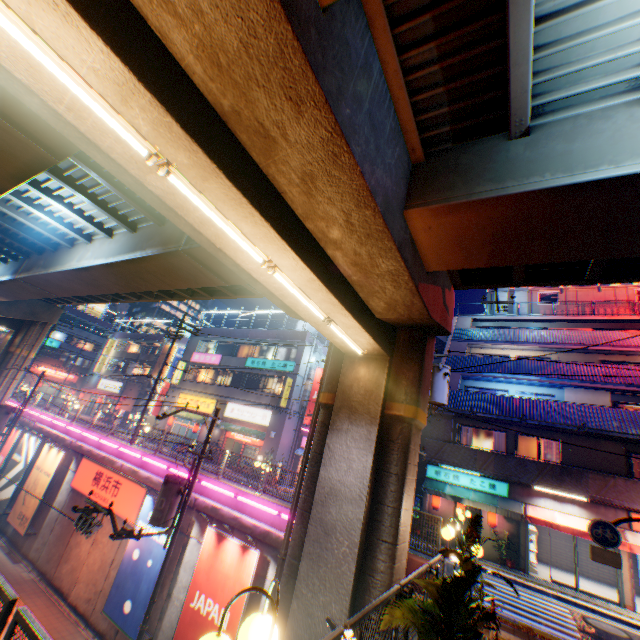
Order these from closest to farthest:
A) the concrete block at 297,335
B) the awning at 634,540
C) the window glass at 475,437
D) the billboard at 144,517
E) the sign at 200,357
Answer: the billboard at 144,517 → the awning at 634,540 → the window glass at 475,437 → the concrete block at 297,335 → the sign at 200,357

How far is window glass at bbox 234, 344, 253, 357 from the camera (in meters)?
32.66

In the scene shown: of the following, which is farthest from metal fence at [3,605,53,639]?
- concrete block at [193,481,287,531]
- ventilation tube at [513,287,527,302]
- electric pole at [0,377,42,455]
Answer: electric pole at [0,377,42,455]

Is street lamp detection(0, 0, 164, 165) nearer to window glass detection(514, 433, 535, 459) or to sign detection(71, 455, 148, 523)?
sign detection(71, 455, 148, 523)

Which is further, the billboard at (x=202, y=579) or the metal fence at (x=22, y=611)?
the billboard at (x=202, y=579)

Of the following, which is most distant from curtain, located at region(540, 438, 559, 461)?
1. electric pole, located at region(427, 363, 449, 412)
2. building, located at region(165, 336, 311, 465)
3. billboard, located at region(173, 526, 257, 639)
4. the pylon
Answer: building, located at region(165, 336, 311, 465)

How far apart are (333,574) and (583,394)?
19.6 meters

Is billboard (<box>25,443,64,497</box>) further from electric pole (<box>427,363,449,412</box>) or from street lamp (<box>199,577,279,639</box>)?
street lamp (<box>199,577,279,639</box>)
